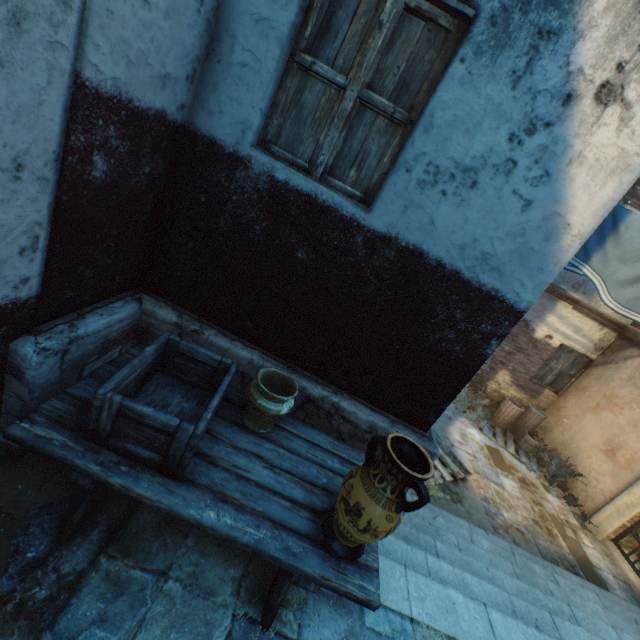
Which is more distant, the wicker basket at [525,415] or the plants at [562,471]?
the wicker basket at [525,415]

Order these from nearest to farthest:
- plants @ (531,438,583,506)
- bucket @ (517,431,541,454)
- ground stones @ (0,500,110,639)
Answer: ground stones @ (0,500,110,639), plants @ (531,438,583,506), bucket @ (517,431,541,454)

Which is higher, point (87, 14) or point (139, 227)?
point (87, 14)

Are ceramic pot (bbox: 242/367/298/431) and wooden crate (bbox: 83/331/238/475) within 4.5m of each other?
yes

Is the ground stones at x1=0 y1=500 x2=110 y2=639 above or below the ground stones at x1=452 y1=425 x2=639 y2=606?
above

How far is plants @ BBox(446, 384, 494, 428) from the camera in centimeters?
855cm

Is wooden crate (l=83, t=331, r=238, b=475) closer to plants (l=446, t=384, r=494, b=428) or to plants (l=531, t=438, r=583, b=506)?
plants (l=446, t=384, r=494, b=428)

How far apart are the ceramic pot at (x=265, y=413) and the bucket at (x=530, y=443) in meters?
8.2 m
